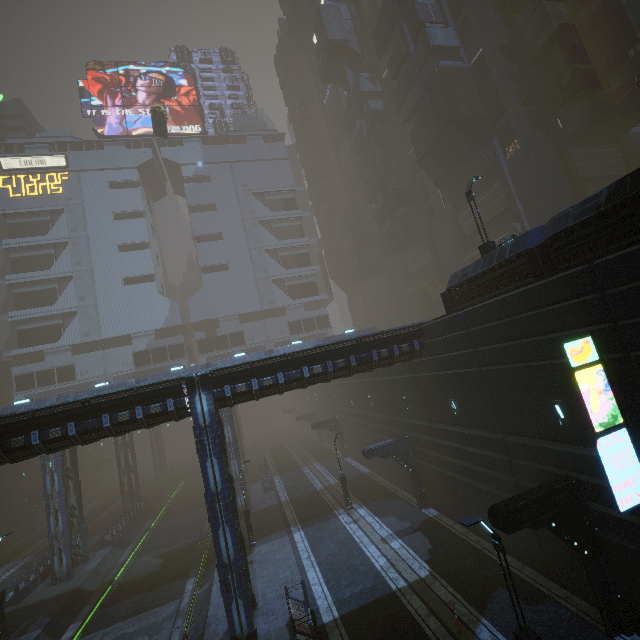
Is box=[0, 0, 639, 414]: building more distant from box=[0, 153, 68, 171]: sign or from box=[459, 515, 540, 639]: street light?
box=[459, 515, 540, 639]: street light

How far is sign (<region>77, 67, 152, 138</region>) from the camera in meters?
58.2 m

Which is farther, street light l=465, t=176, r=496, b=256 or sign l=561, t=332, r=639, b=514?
street light l=465, t=176, r=496, b=256

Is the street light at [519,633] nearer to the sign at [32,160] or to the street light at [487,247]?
the street light at [487,247]

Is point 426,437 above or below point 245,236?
below

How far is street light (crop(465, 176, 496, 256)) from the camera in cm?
1661

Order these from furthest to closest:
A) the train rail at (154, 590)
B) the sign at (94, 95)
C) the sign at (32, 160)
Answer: the sign at (94, 95)
the sign at (32, 160)
the train rail at (154, 590)

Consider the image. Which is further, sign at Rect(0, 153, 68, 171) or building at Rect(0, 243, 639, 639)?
sign at Rect(0, 153, 68, 171)
